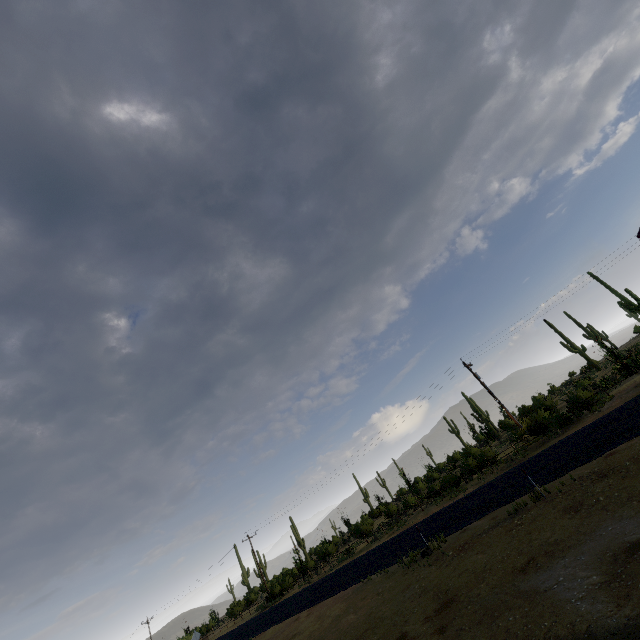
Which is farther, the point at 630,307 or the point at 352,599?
the point at 630,307
